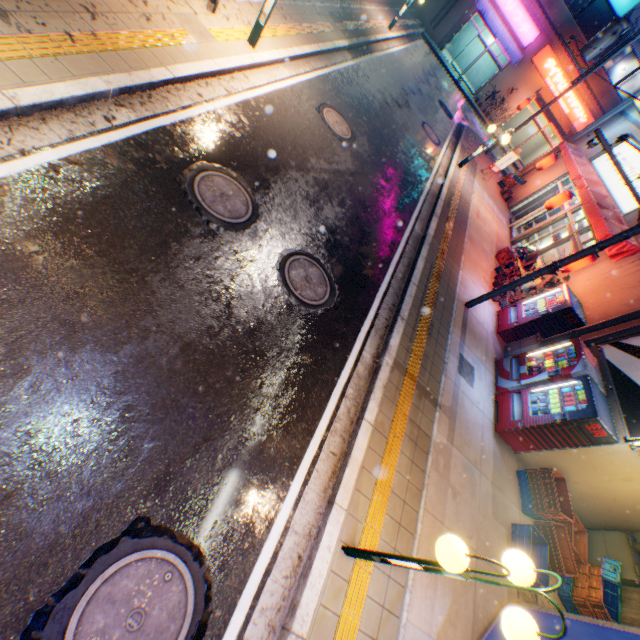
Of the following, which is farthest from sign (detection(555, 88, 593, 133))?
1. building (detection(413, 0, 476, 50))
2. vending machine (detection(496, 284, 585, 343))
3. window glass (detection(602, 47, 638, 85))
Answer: vending machine (detection(496, 284, 585, 343))

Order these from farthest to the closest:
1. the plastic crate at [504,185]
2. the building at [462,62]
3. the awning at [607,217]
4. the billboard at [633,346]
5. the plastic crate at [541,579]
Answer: the building at [462,62]
the plastic crate at [504,185]
the awning at [607,217]
the billboard at [633,346]
the plastic crate at [541,579]

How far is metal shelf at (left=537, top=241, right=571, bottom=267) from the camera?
14.5 meters

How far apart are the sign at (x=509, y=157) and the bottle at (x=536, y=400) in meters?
13.7

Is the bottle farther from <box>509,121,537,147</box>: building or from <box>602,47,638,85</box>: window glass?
<box>602,47,638,85</box>: window glass

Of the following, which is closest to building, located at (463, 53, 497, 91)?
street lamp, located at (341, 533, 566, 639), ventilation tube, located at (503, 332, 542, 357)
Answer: ventilation tube, located at (503, 332, 542, 357)

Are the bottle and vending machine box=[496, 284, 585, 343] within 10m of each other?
yes

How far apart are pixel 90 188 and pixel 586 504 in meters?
12.3
